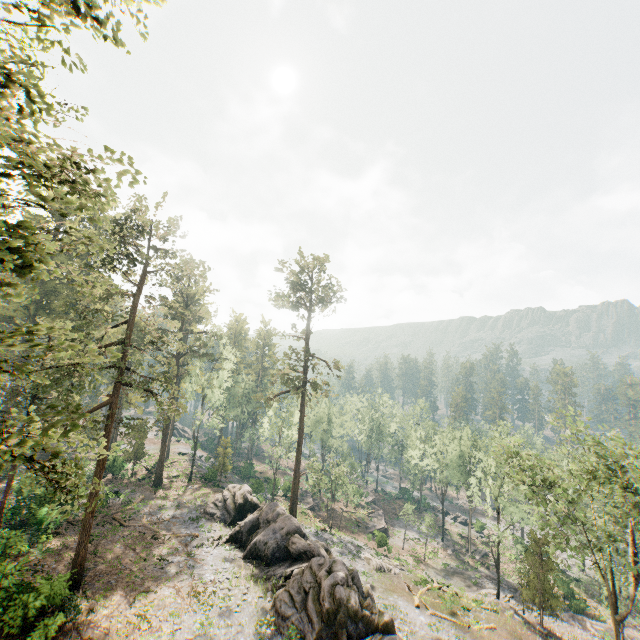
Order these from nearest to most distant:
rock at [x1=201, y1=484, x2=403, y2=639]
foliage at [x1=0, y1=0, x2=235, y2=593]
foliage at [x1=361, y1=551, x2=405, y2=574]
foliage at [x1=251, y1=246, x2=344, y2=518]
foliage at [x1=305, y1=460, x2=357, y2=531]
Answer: foliage at [x1=0, y1=0, x2=235, y2=593] → rock at [x1=201, y1=484, x2=403, y2=639] → foliage at [x1=361, y1=551, x2=405, y2=574] → foliage at [x1=251, y1=246, x2=344, y2=518] → foliage at [x1=305, y1=460, x2=357, y2=531]

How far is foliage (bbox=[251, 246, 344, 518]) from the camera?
38.5m

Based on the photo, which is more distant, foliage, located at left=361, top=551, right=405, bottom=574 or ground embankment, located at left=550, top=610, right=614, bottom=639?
foliage, located at left=361, top=551, right=405, bottom=574

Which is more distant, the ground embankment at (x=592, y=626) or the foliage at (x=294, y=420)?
the foliage at (x=294, y=420)

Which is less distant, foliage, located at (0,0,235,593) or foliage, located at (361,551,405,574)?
foliage, located at (0,0,235,593)

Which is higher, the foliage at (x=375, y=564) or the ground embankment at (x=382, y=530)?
the foliage at (x=375, y=564)

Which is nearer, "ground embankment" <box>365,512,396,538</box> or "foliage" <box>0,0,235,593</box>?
"foliage" <box>0,0,235,593</box>

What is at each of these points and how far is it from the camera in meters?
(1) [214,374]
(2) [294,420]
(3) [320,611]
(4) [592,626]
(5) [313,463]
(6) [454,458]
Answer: (1) foliage, 46.1
(2) foliage, 50.0
(3) rock, 20.0
(4) ground embankment, 35.4
(5) foliage, 47.1
(6) foliage, 54.0
